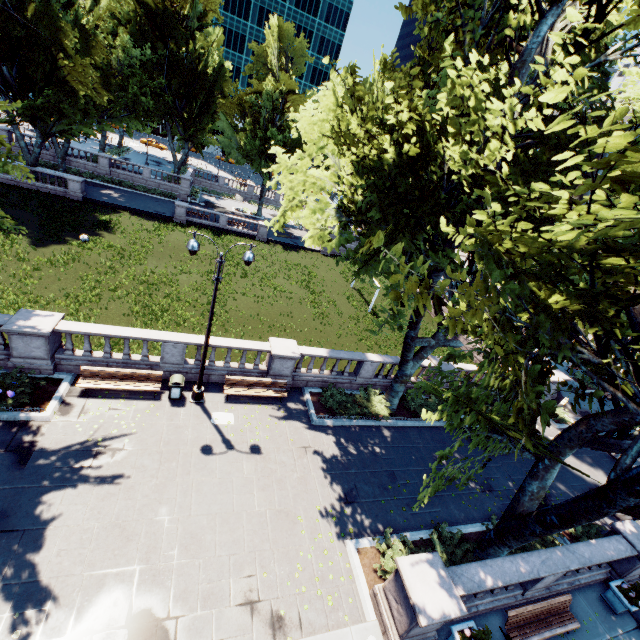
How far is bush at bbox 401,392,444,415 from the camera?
18.0m

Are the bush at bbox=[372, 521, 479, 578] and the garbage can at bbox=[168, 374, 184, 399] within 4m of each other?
no

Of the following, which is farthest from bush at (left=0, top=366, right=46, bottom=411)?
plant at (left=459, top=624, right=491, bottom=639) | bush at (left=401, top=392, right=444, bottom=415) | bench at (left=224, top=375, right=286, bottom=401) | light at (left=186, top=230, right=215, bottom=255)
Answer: bush at (left=401, top=392, right=444, bottom=415)

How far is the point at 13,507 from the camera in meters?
9.0

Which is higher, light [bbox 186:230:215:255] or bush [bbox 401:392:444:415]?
light [bbox 186:230:215:255]

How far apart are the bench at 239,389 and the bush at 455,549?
7.70m

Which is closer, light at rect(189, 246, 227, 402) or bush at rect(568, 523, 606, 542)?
light at rect(189, 246, 227, 402)

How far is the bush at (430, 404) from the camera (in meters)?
18.02
